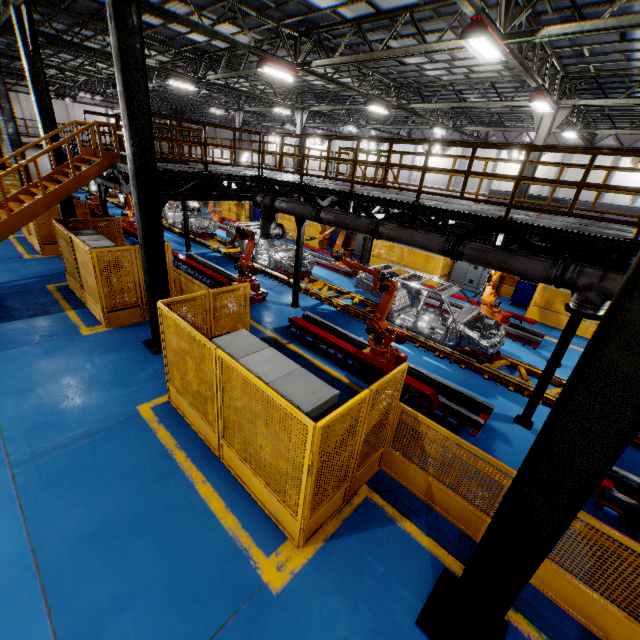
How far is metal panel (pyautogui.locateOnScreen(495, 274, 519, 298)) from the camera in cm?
1510

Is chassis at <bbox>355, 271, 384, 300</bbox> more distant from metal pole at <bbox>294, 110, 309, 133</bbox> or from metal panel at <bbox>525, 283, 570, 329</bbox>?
metal pole at <bbox>294, 110, 309, 133</bbox>

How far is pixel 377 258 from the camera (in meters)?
17.53

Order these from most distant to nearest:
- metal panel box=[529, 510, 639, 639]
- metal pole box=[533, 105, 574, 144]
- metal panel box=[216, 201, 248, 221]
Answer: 1. metal panel box=[216, 201, 248, 221]
2. metal pole box=[533, 105, 574, 144]
3. metal panel box=[529, 510, 639, 639]

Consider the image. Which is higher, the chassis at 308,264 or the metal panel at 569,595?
the chassis at 308,264

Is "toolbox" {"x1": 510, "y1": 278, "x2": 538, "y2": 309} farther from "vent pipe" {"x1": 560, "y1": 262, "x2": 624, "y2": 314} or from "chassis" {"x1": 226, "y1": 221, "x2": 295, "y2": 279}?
"vent pipe" {"x1": 560, "y1": 262, "x2": 624, "y2": 314}

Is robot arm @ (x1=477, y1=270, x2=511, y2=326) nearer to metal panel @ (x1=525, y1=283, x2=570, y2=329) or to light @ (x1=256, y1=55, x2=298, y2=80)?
metal panel @ (x1=525, y1=283, x2=570, y2=329)

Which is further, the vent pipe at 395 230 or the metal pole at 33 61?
the metal pole at 33 61
